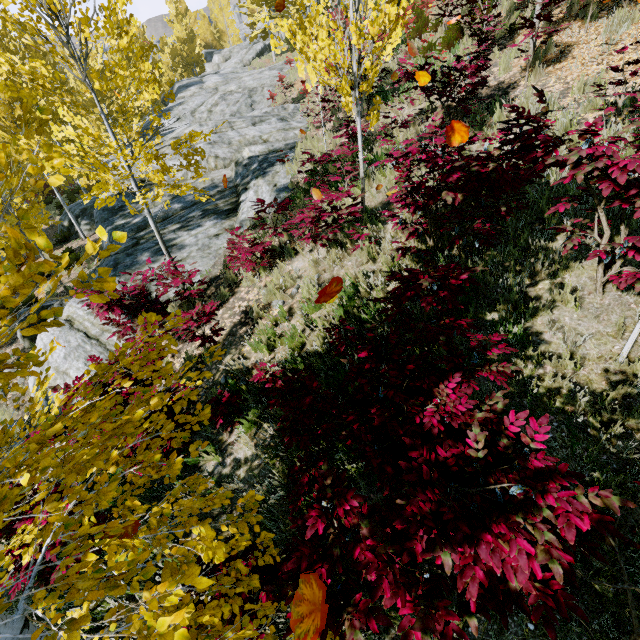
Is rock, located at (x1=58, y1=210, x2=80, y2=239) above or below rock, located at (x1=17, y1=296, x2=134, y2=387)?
below

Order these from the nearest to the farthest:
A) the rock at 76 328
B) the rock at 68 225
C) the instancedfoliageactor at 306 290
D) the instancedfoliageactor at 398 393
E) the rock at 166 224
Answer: the instancedfoliageactor at 398 393 < the instancedfoliageactor at 306 290 < the rock at 76 328 < the rock at 166 224 < the rock at 68 225

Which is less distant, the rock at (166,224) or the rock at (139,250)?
the rock at (139,250)

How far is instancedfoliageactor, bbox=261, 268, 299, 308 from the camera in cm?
587

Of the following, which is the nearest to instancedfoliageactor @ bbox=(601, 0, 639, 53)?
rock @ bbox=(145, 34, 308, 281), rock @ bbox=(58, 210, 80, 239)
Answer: rock @ bbox=(145, 34, 308, 281)

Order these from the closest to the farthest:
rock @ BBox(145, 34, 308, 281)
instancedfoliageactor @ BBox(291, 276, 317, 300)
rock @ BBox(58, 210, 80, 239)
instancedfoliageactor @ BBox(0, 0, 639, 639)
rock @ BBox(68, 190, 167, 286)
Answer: instancedfoliageactor @ BBox(0, 0, 639, 639) → instancedfoliageactor @ BBox(291, 276, 317, 300) → rock @ BBox(68, 190, 167, 286) → rock @ BBox(145, 34, 308, 281) → rock @ BBox(58, 210, 80, 239)

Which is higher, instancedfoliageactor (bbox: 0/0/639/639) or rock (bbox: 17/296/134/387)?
instancedfoliageactor (bbox: 0/0/639/639)

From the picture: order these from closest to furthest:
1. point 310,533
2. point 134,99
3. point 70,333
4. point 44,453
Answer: point 44,453, point 310,533, point 70,333, point 134,99
